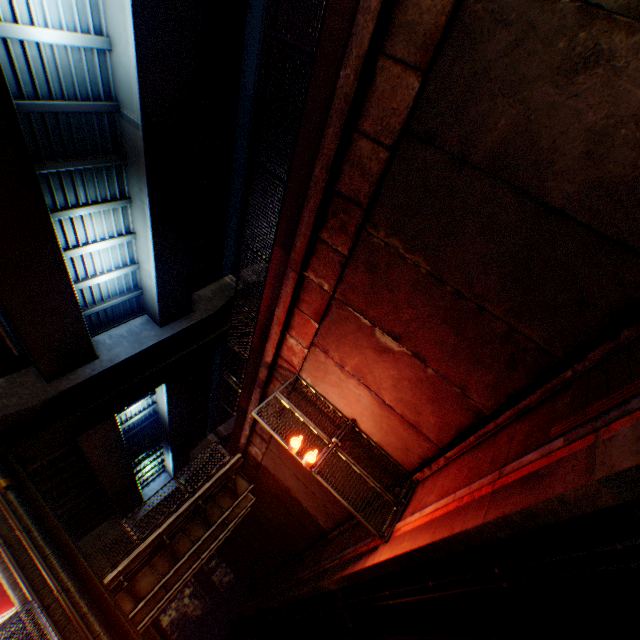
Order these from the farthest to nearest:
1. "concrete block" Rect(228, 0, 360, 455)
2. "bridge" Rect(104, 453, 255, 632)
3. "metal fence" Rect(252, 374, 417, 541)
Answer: "bridge" Rect(104, 453, 255, 632) < "metal fence" Rect(252, 374, 417, 541) < "concrete block" Rect(228, 0, 360, 455)

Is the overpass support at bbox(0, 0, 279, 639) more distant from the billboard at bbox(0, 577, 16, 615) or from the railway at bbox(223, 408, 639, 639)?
the railway at bbox(223, 408, 639, 639)

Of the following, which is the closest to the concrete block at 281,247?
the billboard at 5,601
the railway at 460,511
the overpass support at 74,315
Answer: the overpass support at 74,315

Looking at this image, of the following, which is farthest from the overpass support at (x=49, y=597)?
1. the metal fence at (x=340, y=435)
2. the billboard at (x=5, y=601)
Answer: the billboard at (x=5, y=601)

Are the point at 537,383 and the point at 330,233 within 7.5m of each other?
yes

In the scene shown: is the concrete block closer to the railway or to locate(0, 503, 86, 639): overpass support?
locate(0, 503, 86, 639): overpass support

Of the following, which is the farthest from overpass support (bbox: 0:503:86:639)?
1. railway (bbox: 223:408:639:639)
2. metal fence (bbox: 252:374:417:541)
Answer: railway (bbox: 223:408:639:639)
